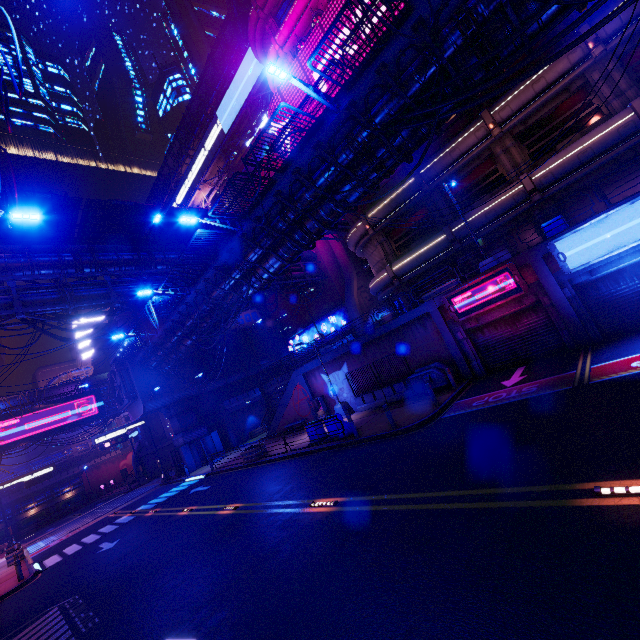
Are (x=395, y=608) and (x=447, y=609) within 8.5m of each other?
yes

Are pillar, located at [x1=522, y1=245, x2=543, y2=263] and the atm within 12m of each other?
no

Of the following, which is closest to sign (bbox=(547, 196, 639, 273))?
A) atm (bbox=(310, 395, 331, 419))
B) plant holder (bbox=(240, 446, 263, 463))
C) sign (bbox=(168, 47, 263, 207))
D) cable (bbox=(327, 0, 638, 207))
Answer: cable (bbox=(327, 0, 638, 207))

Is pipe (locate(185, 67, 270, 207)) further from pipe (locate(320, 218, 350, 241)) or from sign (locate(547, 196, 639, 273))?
sign (locate(547, 196, 639, 273))

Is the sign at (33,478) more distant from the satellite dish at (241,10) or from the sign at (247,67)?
the satellite dish at (241,10)

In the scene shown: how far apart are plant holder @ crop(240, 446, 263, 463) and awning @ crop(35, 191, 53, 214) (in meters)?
18.48

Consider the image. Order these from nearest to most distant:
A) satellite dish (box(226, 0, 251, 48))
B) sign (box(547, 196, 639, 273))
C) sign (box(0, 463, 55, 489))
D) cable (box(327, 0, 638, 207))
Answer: cable (box(327, 0, 638, 207)) → sign (box(547, 196, 639, 273)) → satellite dish (box(226, 0, 251, 48)) → sign (box(0, 463, 55, 489))

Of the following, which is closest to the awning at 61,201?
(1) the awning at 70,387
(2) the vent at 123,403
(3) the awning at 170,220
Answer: (3) the awning at 170,220
